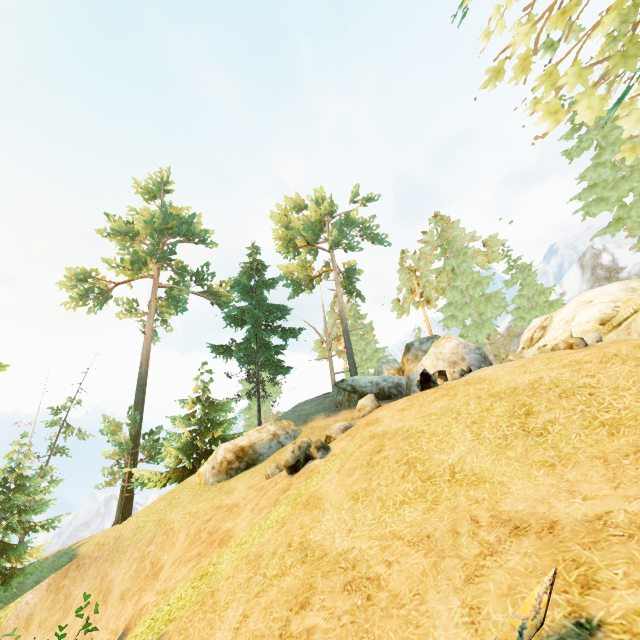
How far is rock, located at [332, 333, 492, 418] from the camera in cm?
1171

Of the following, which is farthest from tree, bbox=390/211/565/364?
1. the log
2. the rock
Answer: the rock

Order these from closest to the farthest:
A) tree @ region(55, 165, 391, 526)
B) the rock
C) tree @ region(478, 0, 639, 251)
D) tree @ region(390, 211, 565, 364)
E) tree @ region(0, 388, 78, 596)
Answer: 1. tree @ region(478, 0, 639, 251)
2. the rock
3. tree @ region(0, 388, 78, 596)
4. tree @ region(55, 165, 391, 526)
5. tree @ region(390, 211, 565, 364)

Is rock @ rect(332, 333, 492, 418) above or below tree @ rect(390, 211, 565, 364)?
below

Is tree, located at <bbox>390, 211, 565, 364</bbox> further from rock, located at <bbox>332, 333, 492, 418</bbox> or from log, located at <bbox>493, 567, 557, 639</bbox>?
rock, located at <bbox>332, 333, 492, 418</bbox>

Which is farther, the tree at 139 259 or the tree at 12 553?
the tree at 139 259

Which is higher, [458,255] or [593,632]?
[458,255]

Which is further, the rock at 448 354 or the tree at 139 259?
the tree at 139 259
